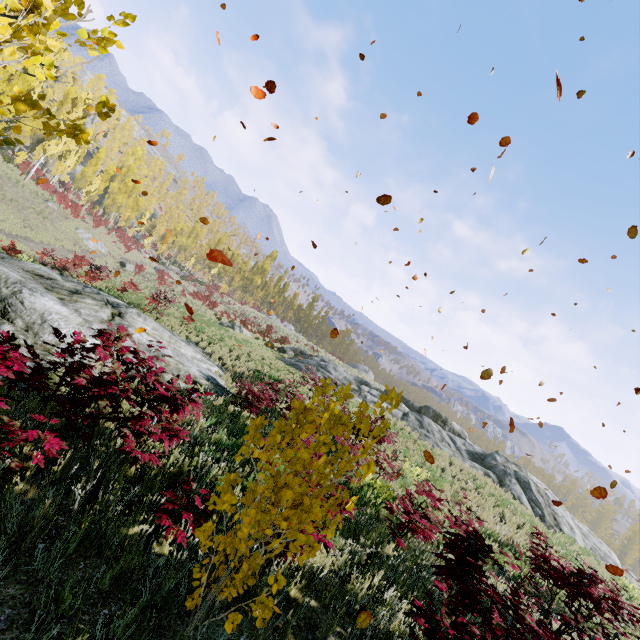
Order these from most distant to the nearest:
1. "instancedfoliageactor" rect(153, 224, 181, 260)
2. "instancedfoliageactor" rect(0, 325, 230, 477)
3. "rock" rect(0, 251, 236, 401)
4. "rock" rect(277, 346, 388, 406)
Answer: "instancedfoliageactor" rect(153, 224, 181, 260) → "rock" rect(277, 346, 388, 406) → "rock" rect(0, 251, 236, 401) → "instancedfoliageactor" rect(0, 325, 230, 477)

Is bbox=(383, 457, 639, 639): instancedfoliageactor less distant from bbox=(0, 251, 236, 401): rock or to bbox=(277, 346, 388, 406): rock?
bbox=(0, 251, 236, 401): rock

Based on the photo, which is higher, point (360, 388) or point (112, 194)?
point (112, 194)

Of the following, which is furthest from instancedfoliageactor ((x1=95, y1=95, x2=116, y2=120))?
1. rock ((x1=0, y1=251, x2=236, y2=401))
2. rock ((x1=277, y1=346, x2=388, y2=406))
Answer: rock ((x1=277, y1=346, x2=388, y2=406))

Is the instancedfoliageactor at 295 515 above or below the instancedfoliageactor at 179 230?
below
